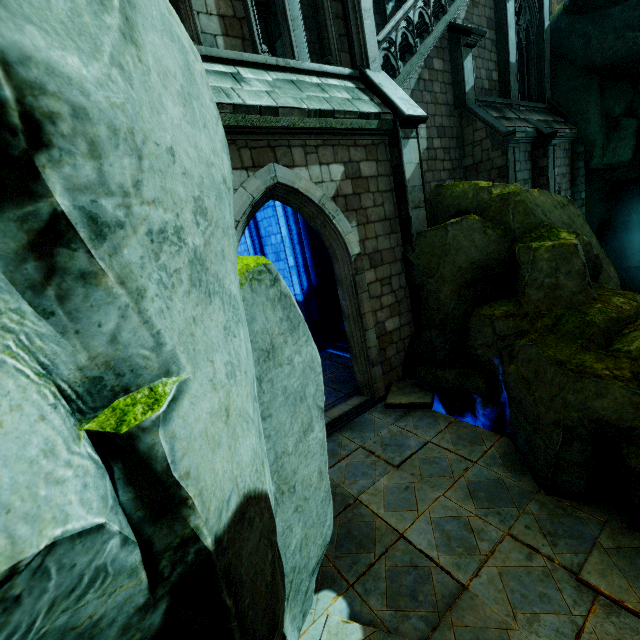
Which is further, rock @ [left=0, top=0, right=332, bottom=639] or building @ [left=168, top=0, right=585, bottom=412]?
building @ [left=168, top=0, right=585, bottom=412]

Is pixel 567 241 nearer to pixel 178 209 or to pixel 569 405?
pixel 569 405

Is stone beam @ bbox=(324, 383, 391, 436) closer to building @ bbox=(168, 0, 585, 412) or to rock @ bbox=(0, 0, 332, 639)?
building @ bbox=(168, 0, 585, 412)

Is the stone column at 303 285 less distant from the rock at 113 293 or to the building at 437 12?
the building at 437 12

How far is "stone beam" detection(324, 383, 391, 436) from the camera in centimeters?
706cm

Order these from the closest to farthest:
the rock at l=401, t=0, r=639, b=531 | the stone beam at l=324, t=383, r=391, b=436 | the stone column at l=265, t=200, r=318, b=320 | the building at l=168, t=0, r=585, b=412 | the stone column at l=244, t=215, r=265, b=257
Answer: the rock at l=401, t=0, r=639, b=531, the building at l=168, t=0, r=585, b=412, the stone beam at l=324, t=383, r=391, b=436, the stone column at l=265, t=200, r=318, b=320, the stone column at l=244, t=215, r=265, b=257

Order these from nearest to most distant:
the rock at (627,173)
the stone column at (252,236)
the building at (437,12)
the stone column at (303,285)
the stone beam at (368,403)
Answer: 1. the rock at (627,173)
2. the building at (437,12)
3. the stone beam at (368,403)
4. the stone column at (303,285)
5. the stone column at (252,236)

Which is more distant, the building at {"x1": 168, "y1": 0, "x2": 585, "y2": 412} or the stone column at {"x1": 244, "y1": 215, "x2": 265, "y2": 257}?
the stone column at {"x1": 244, "y1": 215, "x2": 265, "y2": 257}
